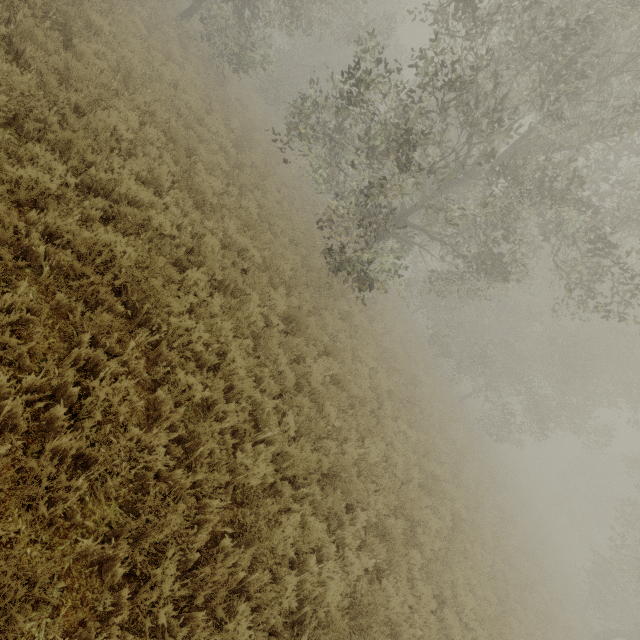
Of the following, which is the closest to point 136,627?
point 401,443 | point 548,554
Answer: point 401,443
